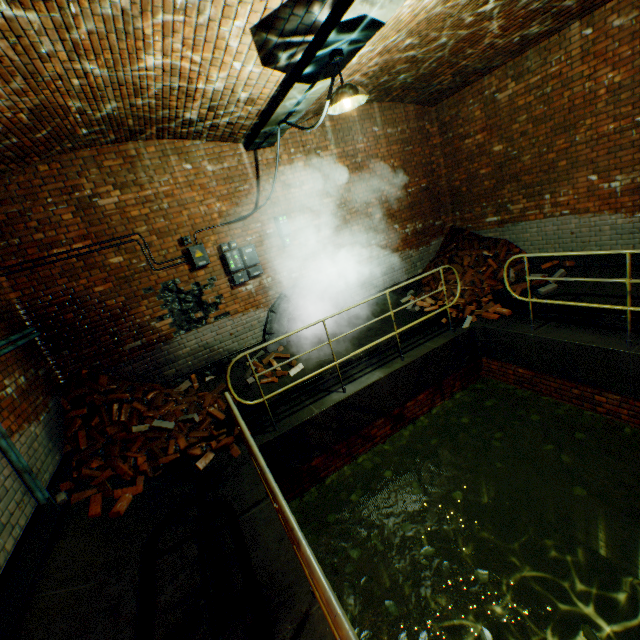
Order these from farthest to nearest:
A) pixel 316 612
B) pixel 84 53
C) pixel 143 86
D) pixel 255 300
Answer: pixel 255 300 → pixel 143 86 → pixel 84 53 → pixel 316 612

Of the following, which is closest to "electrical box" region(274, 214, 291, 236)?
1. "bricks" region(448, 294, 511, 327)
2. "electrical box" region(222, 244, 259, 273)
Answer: "electrical box" region(222, 244, 259, 273)

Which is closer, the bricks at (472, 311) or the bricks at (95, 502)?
the bricks at (95, 502)

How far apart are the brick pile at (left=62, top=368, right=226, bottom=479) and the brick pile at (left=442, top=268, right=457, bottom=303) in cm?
511

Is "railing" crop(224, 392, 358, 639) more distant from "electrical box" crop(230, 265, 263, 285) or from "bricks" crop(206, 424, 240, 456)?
"electrical box" crop(230, 265, 263, 285)

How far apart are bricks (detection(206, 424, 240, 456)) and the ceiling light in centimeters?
437cm

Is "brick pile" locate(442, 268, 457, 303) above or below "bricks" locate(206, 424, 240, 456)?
above

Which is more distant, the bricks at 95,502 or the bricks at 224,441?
the bricks at 224,441
